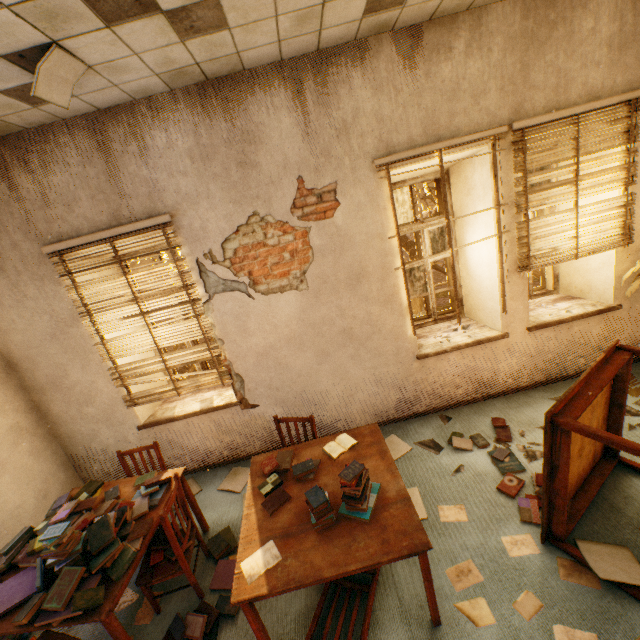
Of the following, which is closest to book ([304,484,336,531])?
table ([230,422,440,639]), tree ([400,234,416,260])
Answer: table ([230,422,440,639])

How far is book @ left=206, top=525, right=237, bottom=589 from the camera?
2.68m

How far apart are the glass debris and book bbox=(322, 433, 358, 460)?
1.2m

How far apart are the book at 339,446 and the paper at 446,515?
1.01m

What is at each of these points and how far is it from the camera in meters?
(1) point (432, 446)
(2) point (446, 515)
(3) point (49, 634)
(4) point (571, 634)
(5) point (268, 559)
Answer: (1) glass debris, 3.6
(2) paper, 2.8
(3) chair, 2.3
(4) paper, 1.9
(5) paper, 2.0

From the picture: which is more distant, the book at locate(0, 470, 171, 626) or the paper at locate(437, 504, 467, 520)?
the paper at locate(437, 504, 467, 520)

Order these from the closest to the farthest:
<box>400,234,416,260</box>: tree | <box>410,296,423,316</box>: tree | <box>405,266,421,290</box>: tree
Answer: <box>405,266,421,290</box>: tree, <box>410,296,423,316</box>: tree, <box>400,234,416,260</box>: tree

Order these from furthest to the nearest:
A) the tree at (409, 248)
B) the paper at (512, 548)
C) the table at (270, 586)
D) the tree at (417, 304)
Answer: the tree at (409, 248) < the tree at (417, 304) < the paper at (512, 548) < the table at (270, 586)
